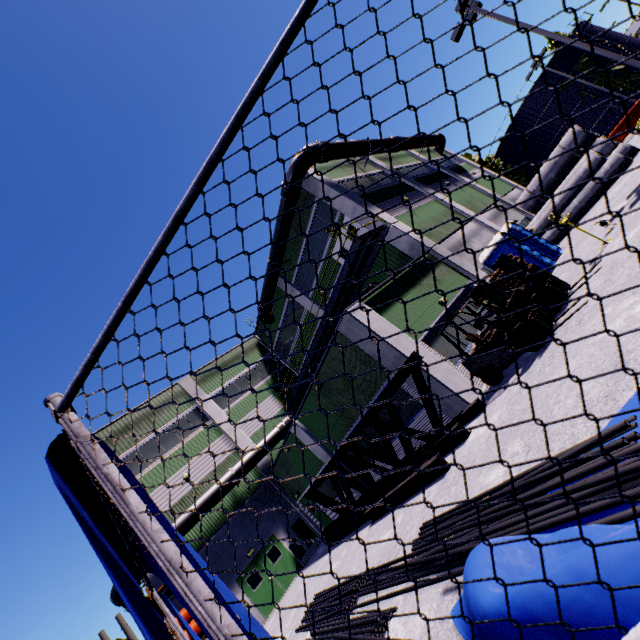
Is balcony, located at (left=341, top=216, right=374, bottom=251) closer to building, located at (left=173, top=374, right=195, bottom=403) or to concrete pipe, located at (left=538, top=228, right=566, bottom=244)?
building, located at (left=173, top=374, right=195, bottom=403)

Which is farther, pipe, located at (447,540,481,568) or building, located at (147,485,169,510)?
building, located at (147,485,169,510)

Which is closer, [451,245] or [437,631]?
[437,631]

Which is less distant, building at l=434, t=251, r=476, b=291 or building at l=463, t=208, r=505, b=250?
building at l=434, t=251, r=476, b=291

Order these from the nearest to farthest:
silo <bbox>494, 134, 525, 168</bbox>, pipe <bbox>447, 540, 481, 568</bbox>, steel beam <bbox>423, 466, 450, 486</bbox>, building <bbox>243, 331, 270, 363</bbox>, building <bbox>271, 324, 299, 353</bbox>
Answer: pipe <bbox>447, 540, 481, 568</bbox> → steel beam <bbox>423, 466, 450, 486</bbox> → building <bbox>271, 324, 299, 353</bbox> → building <bbox>243, 331, 270, 363</bbox> → silo <bbox>494, 134, 525, 168</bbox>

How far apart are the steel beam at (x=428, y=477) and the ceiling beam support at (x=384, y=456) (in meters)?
1.43

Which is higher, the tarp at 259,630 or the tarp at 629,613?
the tarp at 259,630

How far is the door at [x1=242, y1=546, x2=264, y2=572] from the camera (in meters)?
18.22
